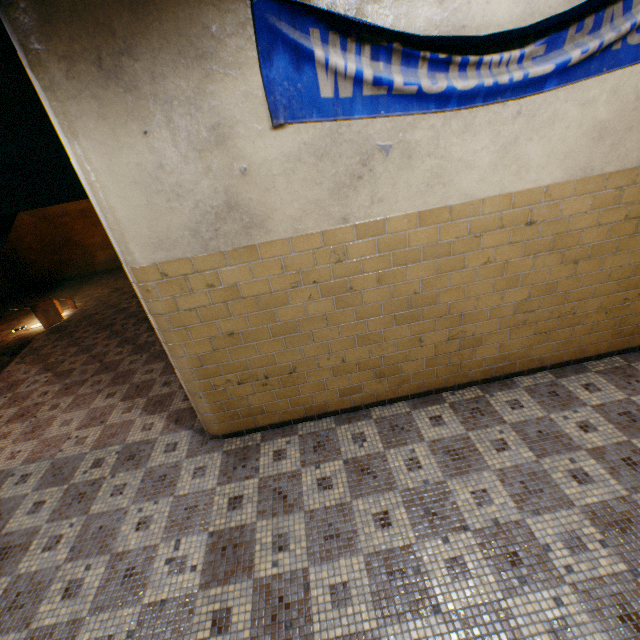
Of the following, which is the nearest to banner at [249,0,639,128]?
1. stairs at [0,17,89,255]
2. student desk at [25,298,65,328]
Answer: stairs at [0,17,89,255]

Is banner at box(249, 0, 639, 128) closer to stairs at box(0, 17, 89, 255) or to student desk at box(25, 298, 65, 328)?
stairs at box(0, 17, 89, 255)

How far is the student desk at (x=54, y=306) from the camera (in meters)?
6.89

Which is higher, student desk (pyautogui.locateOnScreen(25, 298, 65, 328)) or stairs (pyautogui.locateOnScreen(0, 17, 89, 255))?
stairs (pyautogui.locateOnScreen(0, 17, 89, 255))

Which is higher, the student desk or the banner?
the banner

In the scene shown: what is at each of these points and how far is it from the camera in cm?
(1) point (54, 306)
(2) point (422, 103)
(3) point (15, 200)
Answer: (1) student desk, 717
(2) banner, 218
(3) stairs, 442

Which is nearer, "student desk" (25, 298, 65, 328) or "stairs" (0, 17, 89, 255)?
"stairs" (0, 17, 89, 255)

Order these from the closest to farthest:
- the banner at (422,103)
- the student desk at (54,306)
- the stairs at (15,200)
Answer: the banner at (422,103) < the stairs at (15,200) < the student desk at (54,306)
